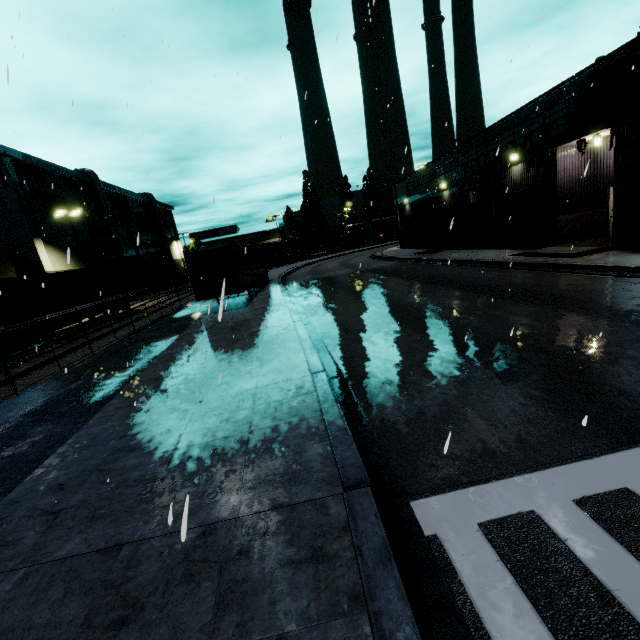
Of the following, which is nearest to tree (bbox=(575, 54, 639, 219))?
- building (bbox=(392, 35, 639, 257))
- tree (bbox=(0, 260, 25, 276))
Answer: building (bbox=(392, 35, 639, 257))

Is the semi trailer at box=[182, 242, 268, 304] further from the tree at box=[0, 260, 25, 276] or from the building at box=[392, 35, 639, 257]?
the tree at box=[0, 260, 25, 276]

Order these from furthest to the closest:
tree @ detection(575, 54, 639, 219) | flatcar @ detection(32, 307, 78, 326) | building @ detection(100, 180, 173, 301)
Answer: building @ detection(100, 180, 173, 301), flatcar @ detection(32, 307, 78, 326), tree @ detection(575, 54, 639, 219)

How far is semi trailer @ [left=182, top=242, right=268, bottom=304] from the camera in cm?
1775

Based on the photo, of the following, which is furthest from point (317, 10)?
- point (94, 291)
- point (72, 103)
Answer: point (94, 291)

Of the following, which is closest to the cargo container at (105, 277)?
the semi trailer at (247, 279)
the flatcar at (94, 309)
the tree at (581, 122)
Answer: the flatcar at (94, 309)

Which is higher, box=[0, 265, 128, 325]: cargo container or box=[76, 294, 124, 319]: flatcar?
box=[0, 265, 128, 325]: cargo container

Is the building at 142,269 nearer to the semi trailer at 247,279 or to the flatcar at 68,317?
the semi trailer at 247,279
